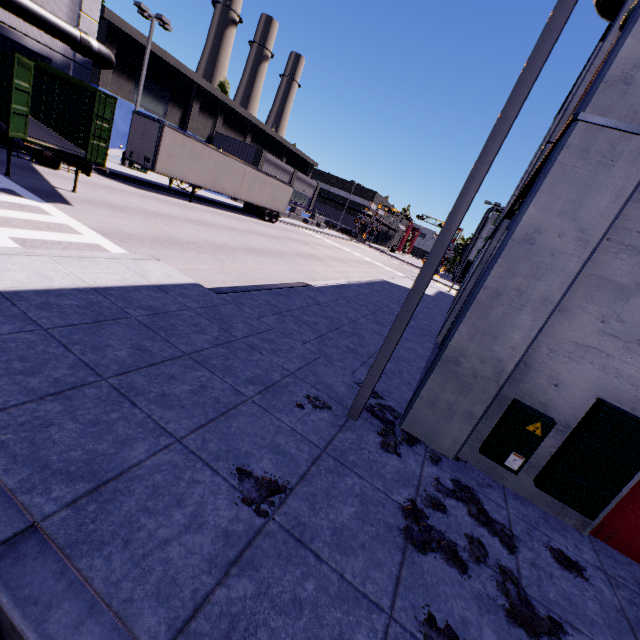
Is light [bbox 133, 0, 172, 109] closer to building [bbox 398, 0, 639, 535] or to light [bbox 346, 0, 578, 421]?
Result: building [bbox 398, 0, 639, 535]

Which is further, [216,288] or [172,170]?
[172,170]

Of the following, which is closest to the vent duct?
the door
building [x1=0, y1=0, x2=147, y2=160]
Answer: building [x1=0, y1=0, x2=147, y2=160]

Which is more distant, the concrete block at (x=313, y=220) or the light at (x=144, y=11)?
the concrete block at (x=313, y=220)

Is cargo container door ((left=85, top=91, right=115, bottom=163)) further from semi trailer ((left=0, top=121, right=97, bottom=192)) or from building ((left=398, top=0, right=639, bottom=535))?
building ((left=398, top=0, right=639, bottom=535))

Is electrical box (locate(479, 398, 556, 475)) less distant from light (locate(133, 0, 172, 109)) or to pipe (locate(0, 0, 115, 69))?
pipe (locate(0, 0, 115, 69))

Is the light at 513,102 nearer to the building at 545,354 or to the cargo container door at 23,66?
the building at 545,354

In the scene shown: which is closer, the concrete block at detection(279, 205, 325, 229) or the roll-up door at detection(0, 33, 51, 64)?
the roll-up door at detection(0, 33, 51, 64)
